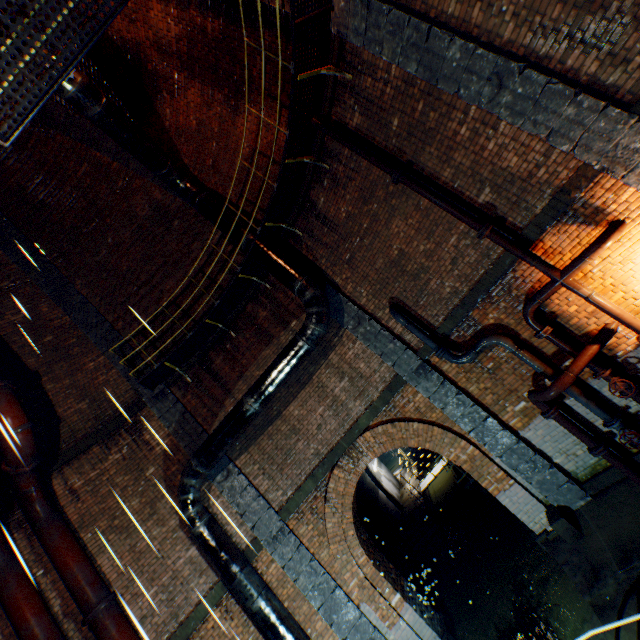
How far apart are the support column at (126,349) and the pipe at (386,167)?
7.8m

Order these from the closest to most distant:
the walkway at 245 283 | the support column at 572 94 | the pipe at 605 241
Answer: the support column at 572 94
the pipe at 605 241
the walkway at 245 283

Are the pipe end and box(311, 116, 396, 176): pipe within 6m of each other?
no

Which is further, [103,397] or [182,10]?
[103,397]

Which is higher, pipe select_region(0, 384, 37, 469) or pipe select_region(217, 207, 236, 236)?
pipe select_region(217, 207, 236, 236)

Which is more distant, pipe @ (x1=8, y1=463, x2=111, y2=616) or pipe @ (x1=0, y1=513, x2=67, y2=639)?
pipe @ (x1=8, y1=463, x2=111, y2=616)

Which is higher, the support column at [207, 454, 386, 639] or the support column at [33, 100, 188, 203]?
the support column at [33, 100, 188, 203]

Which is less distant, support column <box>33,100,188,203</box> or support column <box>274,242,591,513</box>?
support column <box>274,242,591,513</box>
